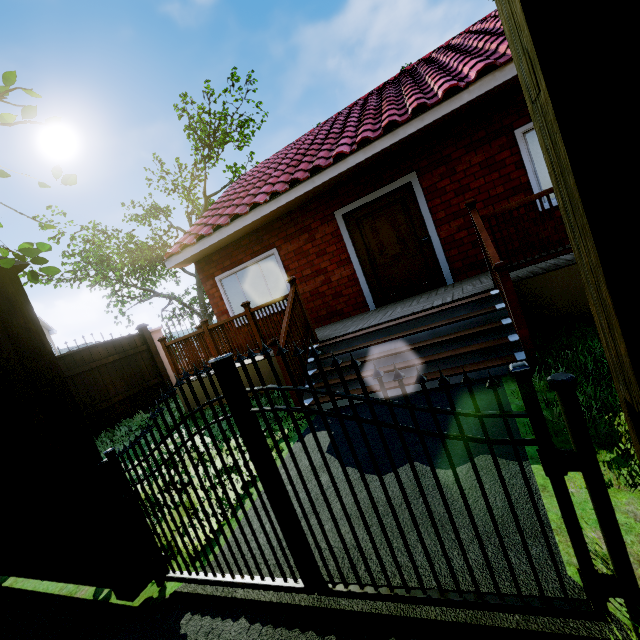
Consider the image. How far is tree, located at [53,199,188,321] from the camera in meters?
18.4

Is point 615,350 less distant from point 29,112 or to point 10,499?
point 29,112

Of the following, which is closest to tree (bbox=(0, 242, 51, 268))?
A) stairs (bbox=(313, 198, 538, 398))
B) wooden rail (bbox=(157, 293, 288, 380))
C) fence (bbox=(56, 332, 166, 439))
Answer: fence (bbox=(56, 332, 166, 439))

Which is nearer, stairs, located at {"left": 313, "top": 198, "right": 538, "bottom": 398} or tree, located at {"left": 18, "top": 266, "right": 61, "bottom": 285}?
tree, located at {"left": 18, "top": 266, "right": 61, "bottom": 285}

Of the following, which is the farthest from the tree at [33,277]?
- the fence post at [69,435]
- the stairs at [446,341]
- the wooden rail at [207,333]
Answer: the wooden rail at [207,333]

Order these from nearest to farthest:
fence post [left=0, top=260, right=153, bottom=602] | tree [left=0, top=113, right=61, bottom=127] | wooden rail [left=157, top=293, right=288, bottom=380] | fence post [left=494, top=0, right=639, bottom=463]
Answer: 1. fence post [left=494, top=0, right=639, bottom=463]
2. tree [left=0, top=113, right=61, bottom=127]
3. fence post [left=0, top=260, right=153, bottom=602]
4. wooden rail [left=157, top=293, right=288, bottom=380]

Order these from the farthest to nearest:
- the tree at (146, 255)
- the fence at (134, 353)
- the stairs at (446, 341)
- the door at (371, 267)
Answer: the tree at (146, 255) < the fence at (134, 353) < the door at (371, 267) < the stairs at (446, 341)

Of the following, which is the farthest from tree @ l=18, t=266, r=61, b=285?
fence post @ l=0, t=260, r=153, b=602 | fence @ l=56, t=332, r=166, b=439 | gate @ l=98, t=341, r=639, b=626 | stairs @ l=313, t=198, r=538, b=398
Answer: stairs @ l=313, t=198, r=538, b=398
